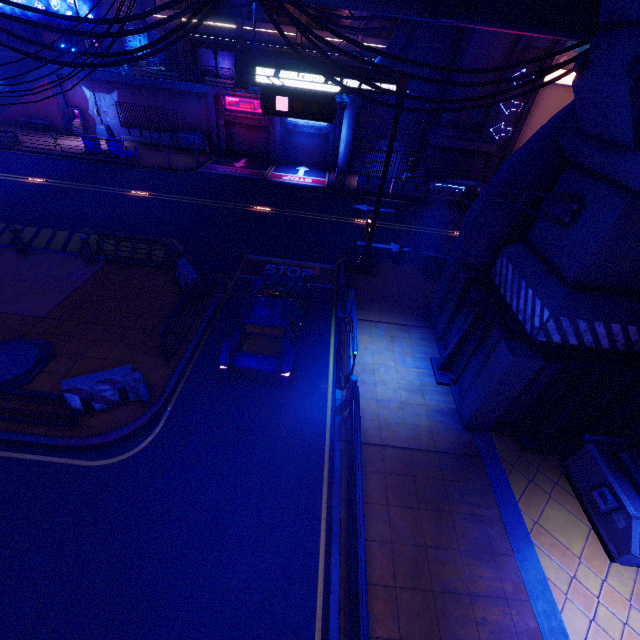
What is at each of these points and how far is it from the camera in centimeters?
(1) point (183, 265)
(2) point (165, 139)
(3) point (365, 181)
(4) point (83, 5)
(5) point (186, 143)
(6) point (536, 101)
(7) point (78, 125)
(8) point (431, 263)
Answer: (1) fence, 1190cm
(2) fence, 2744cm
(3) fence, 2342cm
(4) building, 3216cm
(5) generator, 2653cm
(6) tunnel, 2125cm
(7) atm, 2691cm
(8) fence, 1491cm

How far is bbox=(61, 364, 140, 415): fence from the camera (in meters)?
7.56

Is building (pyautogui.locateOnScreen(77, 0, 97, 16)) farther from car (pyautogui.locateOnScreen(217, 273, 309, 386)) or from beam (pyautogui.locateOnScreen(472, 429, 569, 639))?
beam (pyautogui.locateOnScreen(472, 429, 569, 639))

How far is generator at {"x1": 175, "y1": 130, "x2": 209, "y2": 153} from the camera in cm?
2625

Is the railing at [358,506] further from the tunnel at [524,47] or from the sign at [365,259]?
the tunnel at [524,47]

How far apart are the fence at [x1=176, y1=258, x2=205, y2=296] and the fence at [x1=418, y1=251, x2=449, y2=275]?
9.5 meters

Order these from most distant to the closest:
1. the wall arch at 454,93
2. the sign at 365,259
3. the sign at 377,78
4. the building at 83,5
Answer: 1. the building at 83,5
2. the wall arch at 454,93
3. the sign at 365,259
4. the sign at 377,78

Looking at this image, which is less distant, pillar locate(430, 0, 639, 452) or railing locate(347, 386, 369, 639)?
railing locate(347, 386, 369, 639)
